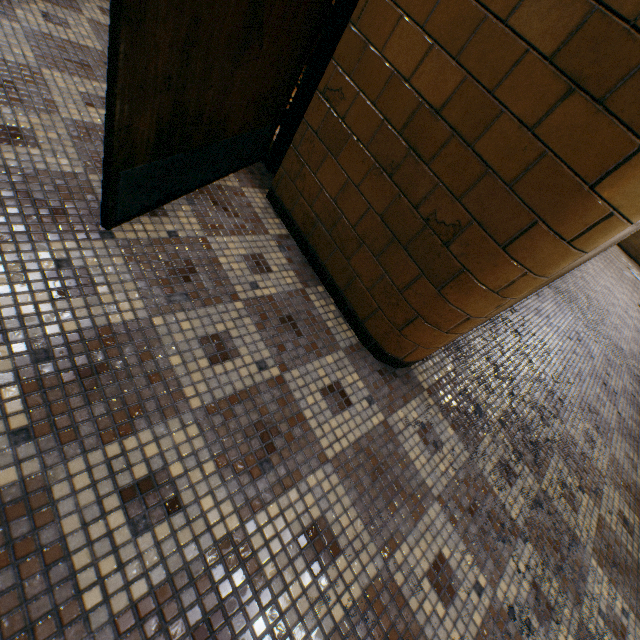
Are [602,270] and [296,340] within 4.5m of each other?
no
